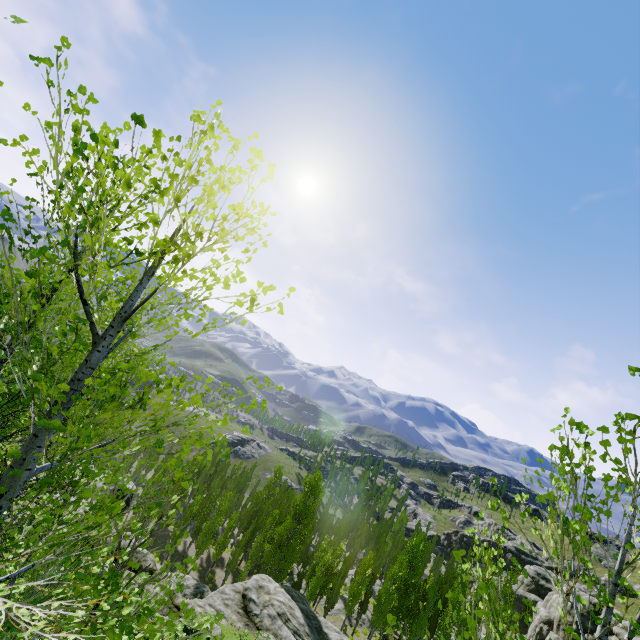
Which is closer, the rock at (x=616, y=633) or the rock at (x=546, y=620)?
the rock at (x=616, y=633)

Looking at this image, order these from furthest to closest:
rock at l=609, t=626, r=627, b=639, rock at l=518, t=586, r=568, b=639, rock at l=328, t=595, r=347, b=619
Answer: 1. rock at l=518, t=586, r=568, b=639
2. rock at l=328, t=595, r=347, b=619
3. rock at l=609, t=626, r=627, b=639

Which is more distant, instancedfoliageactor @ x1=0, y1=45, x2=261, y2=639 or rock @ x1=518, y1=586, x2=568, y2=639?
rock @ x1=518, y1=586, x2=568, y2=639

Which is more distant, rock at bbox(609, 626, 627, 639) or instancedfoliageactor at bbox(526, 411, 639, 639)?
rock at bbox(609, 626, 627, 639)

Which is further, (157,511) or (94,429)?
(157,511)

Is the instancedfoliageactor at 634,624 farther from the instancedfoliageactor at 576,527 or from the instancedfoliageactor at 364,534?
the instancedfoliageactor at 364,534

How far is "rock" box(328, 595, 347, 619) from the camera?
44.3m

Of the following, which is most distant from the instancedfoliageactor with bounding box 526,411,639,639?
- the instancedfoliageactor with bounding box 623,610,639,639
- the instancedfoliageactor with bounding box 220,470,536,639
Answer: the instancedfoliageactor with bounding box 220,470,536,639
